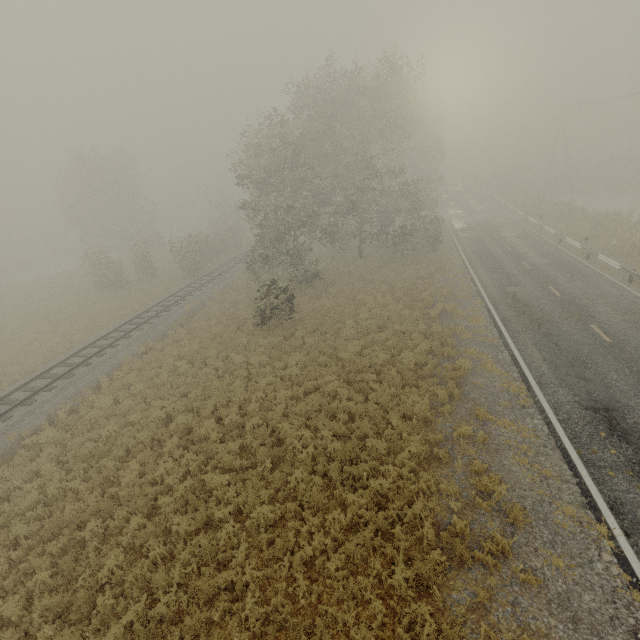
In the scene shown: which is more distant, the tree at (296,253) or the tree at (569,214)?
the tree at (569,214)

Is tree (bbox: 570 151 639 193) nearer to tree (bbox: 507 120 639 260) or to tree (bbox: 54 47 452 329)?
tree (bbox: 507 120 639 260)

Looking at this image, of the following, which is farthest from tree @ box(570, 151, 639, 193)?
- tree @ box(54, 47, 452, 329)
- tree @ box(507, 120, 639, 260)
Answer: tree @ box(54, 47, 452, 329)

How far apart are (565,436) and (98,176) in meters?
47.3

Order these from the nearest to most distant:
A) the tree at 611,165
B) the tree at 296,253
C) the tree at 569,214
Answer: the tree at 296,253 → the tree at 569,214 → the tree at 611,165

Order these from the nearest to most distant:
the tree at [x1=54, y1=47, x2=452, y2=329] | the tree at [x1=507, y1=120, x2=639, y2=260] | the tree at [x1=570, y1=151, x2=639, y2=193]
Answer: the tree at [x1=54, y1=47, x2=452, y2=329], the tree at [x1=507, y1=120, x2=639, y2=260], the tree at [x1=570, y1=151, x2=639, y2=193]

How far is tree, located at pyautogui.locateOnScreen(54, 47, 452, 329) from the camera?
21.6m
